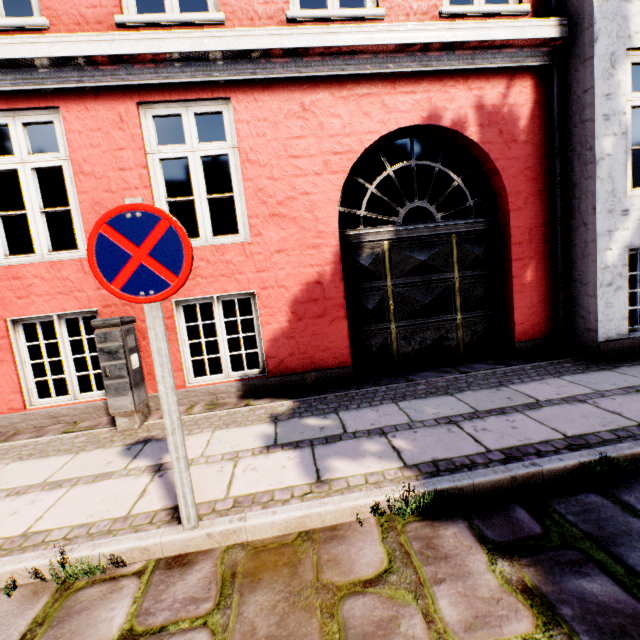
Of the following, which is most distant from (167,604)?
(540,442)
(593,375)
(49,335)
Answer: (49,335)

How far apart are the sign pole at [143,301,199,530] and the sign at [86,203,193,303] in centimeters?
3cm

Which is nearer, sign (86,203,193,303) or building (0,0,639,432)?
sign (86,203,193,303)

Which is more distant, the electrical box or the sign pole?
the electrical box

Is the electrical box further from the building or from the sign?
the building

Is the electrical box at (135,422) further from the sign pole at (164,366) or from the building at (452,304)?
the building at (452,304)

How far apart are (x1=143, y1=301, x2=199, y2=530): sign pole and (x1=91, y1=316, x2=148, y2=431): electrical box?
2.04m

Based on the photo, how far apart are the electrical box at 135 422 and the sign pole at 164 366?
2.04m
